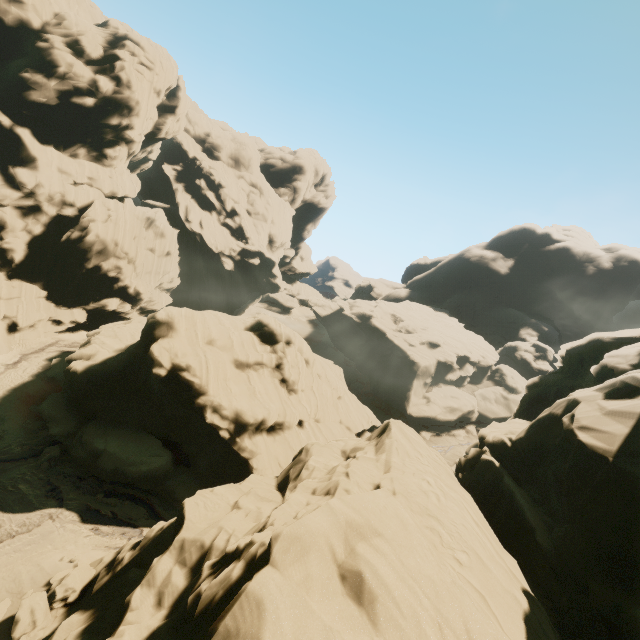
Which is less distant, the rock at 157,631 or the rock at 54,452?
the rock at 157,631

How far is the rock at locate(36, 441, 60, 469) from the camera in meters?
20.2

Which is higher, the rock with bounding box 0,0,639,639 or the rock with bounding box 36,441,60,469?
the rock with bounding box 0,0,639,639

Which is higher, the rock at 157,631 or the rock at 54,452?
the rock at 157,631

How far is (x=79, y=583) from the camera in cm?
1324

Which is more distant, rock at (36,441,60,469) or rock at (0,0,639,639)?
rock at (36,441,60,469)
